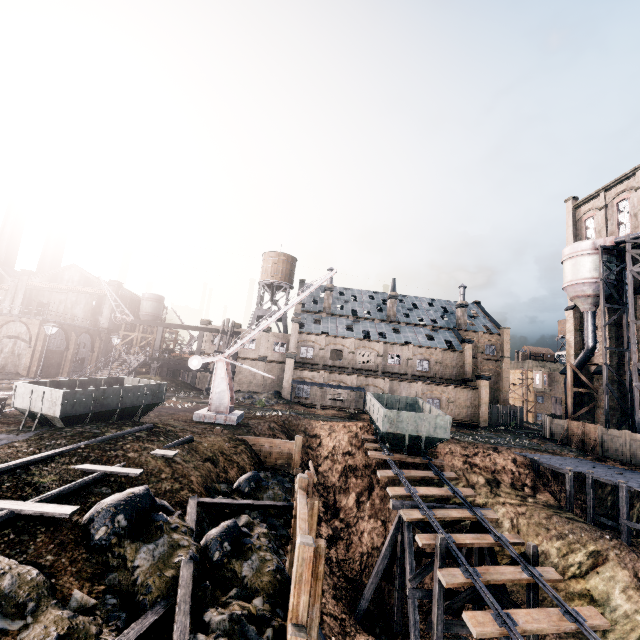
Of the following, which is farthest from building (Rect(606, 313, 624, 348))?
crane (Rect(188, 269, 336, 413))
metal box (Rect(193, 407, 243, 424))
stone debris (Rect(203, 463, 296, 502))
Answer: metal box (Rect(193, 407, 243, 424))

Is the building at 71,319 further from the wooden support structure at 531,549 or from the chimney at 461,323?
the chimney at 461,323

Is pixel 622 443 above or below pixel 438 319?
below

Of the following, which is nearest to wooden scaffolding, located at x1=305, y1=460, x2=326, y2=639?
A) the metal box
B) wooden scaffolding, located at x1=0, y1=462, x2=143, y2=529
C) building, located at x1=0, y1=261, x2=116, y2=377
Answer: wooden scaffolding, located at x1=0, y1=462, x2=143, y2=529

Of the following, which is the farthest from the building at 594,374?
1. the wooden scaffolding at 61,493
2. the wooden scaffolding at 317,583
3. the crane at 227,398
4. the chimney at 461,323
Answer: the wooden scaffolding at 61,493

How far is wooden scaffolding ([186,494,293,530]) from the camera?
10.18m

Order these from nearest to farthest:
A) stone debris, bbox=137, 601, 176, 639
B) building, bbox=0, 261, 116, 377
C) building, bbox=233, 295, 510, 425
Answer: stone debris, bbox=137, 601, 176, 639, building, bbox=0, 261, 116, 377, building, bbox=233, 295, 510, 425

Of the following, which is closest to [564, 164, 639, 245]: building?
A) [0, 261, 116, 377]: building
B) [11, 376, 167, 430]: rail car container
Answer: [11, 376, 167, 430]: rail car container
